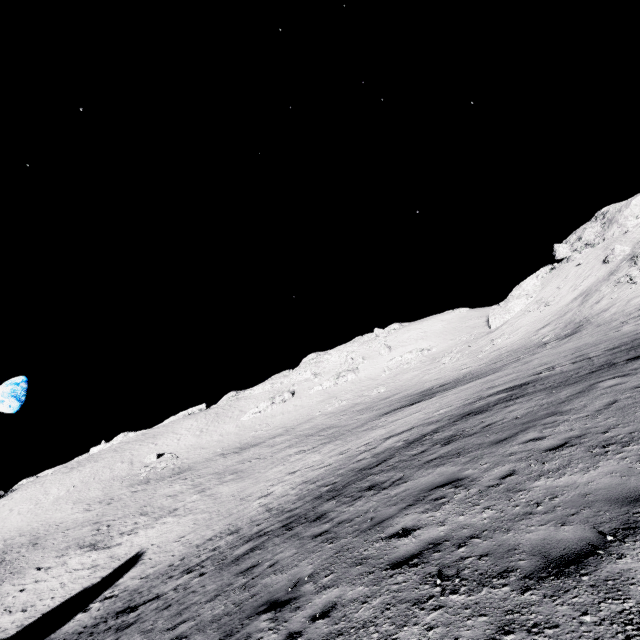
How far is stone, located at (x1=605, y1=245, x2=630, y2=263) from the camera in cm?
4362

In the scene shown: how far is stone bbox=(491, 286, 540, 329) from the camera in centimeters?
5788cm

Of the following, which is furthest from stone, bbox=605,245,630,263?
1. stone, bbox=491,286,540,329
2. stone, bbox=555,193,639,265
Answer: stone, bbox=491,286,540,329

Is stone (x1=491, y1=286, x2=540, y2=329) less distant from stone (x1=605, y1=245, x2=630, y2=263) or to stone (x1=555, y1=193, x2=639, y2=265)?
stone (x1=555, y1=193, x2=639, y2=265)

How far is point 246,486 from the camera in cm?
2995

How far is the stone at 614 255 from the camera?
43.62m

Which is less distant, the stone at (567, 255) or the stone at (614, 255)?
the stone at (614, 255)

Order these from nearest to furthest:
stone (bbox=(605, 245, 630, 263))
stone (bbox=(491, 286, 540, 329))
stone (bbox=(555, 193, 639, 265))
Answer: stone (bbox=(605, 245, 630, 263))
stone (bbox=(555, 193, 639, 265))
stone (bbox=(491, 286, 540, 329))
